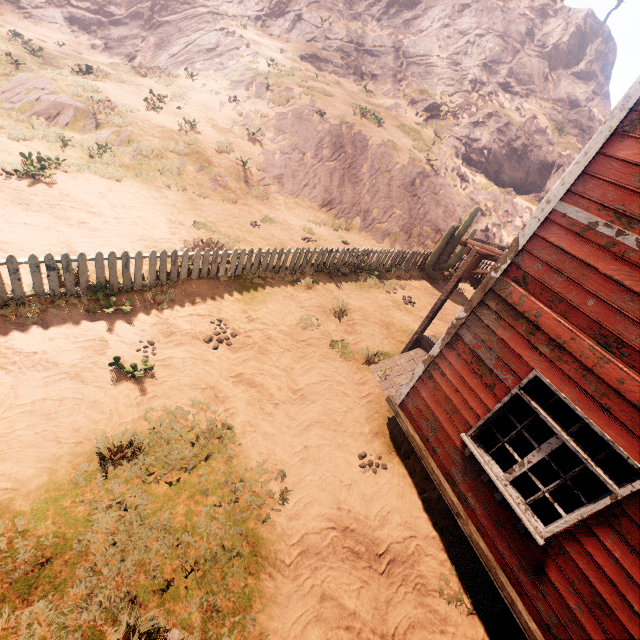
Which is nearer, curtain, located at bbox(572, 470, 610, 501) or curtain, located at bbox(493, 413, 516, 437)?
curtain, located at bbox(572, 470, 610, 501)

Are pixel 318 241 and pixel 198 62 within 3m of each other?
no

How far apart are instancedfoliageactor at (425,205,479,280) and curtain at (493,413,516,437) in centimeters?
985cm

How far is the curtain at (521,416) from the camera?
4.2 meters

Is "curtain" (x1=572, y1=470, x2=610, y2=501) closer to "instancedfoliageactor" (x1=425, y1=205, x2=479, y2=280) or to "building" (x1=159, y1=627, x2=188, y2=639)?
"building" (x1=159, y1=627, x2=188, y2=639)

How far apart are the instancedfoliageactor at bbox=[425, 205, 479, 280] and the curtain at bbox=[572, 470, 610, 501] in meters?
10.6 m

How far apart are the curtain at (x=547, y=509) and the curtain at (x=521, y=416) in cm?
83

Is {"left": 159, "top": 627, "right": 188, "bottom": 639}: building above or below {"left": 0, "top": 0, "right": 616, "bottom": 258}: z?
below
